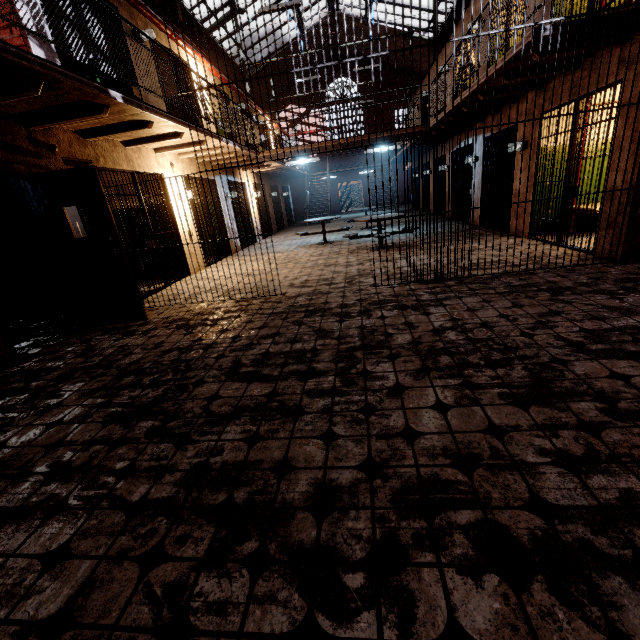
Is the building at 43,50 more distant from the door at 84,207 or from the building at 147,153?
the door at 84,207

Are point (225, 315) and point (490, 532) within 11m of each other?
yes

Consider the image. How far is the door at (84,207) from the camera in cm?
421

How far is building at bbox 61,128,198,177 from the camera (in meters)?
5.10

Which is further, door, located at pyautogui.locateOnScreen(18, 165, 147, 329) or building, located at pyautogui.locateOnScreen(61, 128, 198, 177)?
building, located at pyautogui.locateOnScreen(61, 128, 198, 177)

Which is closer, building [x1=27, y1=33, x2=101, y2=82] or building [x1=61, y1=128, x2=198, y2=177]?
building [x1=27, y1=33, x2=101, y2=82]

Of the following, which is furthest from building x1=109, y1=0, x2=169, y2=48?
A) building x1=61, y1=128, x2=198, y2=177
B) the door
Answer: the door

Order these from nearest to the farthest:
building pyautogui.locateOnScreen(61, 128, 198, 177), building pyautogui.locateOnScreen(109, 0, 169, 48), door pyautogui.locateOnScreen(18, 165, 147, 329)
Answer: door pyautogui.locateOnScreen(18, 165, 147, 329), building pyautogui.locateOnScreen(61, 128, 198, 177), building pyautogui.locateOnScreen(109, 0, 169, 48)
